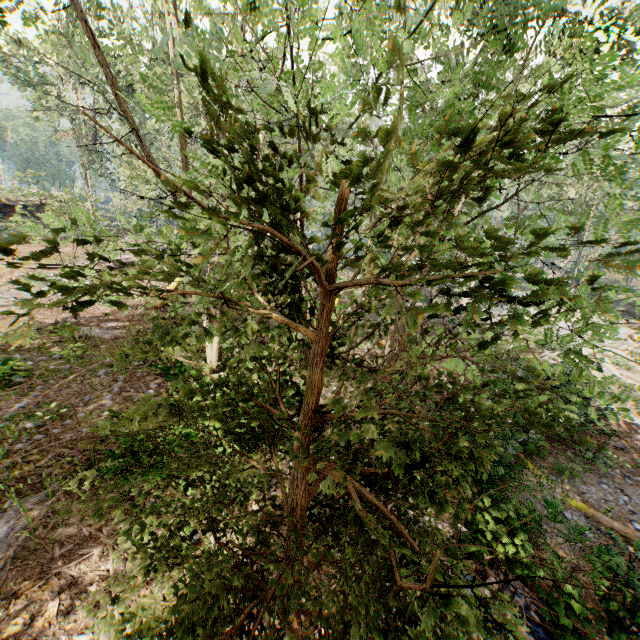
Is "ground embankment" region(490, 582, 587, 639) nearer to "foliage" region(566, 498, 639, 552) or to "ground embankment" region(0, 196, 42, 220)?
"foliage" region(566, 498, 639, 552)

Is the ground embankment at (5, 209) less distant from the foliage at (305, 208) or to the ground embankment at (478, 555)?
the foliage at (305, 208)

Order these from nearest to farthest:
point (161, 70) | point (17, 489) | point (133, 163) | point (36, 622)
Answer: point (36, 622)
point (17, 489)
point (133, 163)
point (161, 70)

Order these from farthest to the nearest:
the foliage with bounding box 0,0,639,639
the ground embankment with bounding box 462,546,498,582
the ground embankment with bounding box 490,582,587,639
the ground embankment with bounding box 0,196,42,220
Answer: the ground embankment with bounding box 0,196,42,220, the ground embankment with bounding box 462,546,498,582, the ground embankment with bounding box 490,582,587,639, the foliage with bounding box 0,0,639,639

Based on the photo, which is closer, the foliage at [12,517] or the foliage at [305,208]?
the foliage at [305,208]

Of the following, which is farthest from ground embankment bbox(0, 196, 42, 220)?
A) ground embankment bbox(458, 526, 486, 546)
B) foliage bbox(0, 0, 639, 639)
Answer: ground embankment bbox(458, 526, 486, 546)

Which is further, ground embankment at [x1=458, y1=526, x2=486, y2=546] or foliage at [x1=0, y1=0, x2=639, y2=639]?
ground embankment at [x1=458, y1=526, x2=486, y2=546]
